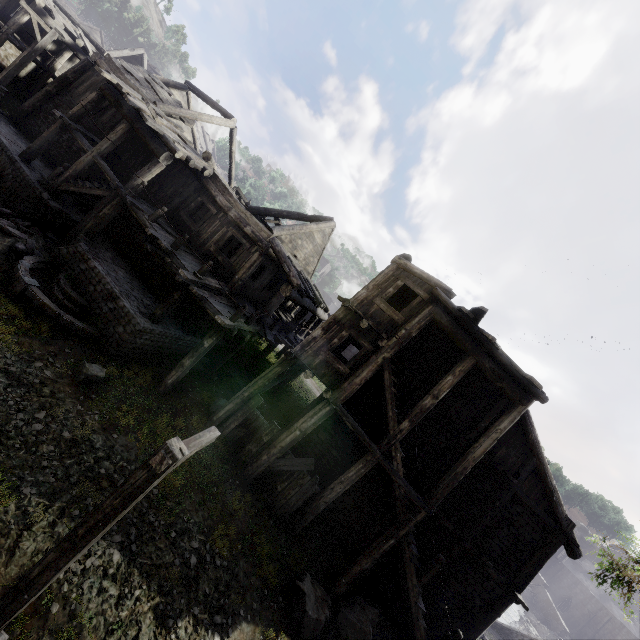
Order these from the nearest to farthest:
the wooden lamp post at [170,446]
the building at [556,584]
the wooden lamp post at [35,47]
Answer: the wooden lamp post at [170,446], the wooden lamp post at [35,47], the building at [556,584]

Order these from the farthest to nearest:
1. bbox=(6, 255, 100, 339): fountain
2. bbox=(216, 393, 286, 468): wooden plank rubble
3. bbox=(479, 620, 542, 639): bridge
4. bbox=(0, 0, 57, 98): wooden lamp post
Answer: bbox=(479, 620, 542, 639): bridge → bbox=(0, 0, 57, 98): wooden lamp post → bbox=(216, 393, 286, 468): wooden plank rubble → bbox=(6, 255, 100, 339): fountain

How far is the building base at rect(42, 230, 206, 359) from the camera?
10.8 meters

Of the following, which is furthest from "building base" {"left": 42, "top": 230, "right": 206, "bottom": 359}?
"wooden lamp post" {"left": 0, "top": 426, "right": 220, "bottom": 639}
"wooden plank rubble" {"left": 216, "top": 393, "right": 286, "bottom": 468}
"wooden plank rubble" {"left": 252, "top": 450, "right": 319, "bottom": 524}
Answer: "wooden lamp post" {"left": 0, "top": 426, "right": 220, "bottom": 639}

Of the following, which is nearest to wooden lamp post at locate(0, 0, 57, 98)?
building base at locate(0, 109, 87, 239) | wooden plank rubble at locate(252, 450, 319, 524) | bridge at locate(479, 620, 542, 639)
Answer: building base at locate(0, 109, 87, 239)

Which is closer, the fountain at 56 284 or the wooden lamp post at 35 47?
the fountain at 56 284

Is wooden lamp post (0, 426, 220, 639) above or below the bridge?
above

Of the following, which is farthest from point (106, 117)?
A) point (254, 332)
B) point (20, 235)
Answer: point (254, 332)
